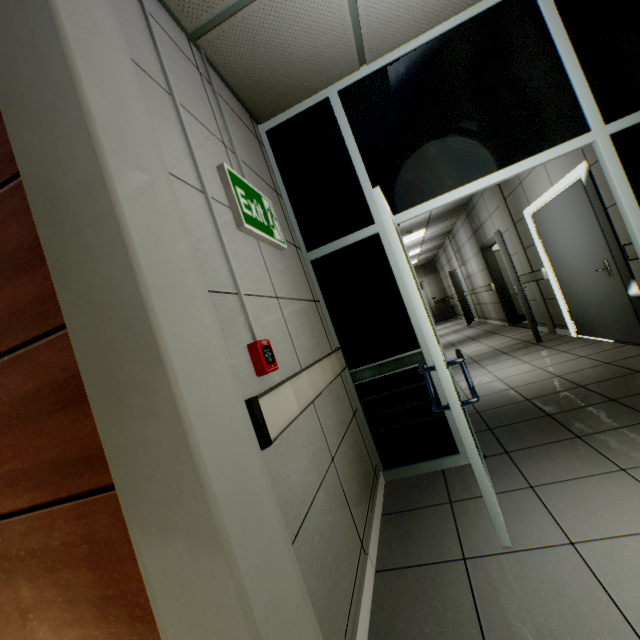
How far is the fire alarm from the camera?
1.3m

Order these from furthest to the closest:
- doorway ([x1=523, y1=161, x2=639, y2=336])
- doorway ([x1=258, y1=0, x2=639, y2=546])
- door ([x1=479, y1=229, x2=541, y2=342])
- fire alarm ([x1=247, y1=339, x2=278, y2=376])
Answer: door ([x1=479, y1=229, x2=541, y2=342]), doorway ([x1=523, y1=161, x2=639, y2=336]), doorway ([x1=258, y1=0, x2=639, y2=546]), fire alarm ([x1=247, y1=339, x2=278, y2=376])

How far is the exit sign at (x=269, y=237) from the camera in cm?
167

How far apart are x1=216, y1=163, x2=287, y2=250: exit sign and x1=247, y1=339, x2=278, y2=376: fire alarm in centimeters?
68cm

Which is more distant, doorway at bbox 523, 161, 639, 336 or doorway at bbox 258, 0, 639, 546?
doorway at bbox 523, 161, 639, 336

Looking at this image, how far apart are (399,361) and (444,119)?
1.9m

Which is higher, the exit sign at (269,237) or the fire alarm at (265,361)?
the exit sign at (269,237)

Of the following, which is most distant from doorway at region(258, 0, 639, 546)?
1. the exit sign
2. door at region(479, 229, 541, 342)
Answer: door at region(479, 229, 541, 342)
